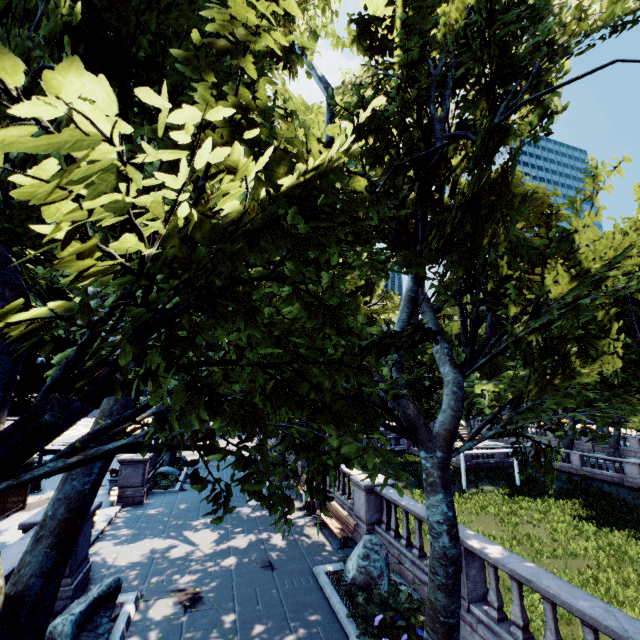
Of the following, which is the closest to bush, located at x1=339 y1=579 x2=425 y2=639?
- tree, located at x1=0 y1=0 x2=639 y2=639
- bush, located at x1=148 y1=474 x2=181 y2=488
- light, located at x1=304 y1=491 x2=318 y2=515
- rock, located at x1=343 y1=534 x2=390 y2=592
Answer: rock, located at x1=343 y1=534 x2=390 y2=592

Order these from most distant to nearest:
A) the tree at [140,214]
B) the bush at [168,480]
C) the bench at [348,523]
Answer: the bush at [168,480]
the bench at [348,523]
the tree at [140,214]

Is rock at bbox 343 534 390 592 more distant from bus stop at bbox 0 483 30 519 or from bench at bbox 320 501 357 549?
bus stop at bbox 0 483 30 519

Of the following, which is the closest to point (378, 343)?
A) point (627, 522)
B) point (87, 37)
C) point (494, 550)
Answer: point (494, 550)

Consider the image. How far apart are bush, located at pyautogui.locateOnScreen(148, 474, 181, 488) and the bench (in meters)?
9.34

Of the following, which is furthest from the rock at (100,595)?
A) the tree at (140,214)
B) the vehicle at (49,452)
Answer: the vehicle at (49,452)

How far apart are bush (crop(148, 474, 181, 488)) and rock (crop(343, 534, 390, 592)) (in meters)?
12.70

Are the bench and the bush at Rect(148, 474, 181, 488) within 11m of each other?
yes
